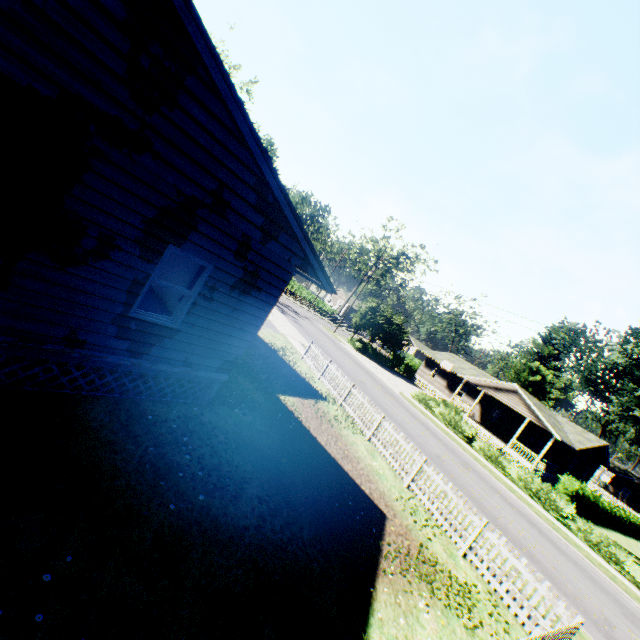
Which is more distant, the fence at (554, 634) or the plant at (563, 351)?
the plant at (563, 351)

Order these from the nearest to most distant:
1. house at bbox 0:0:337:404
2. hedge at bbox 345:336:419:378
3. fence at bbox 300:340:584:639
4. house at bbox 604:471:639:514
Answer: house at bbox 0:0:337:404, fence at bbox 300:340:584:639, hedge at bbox 345:336:419:378, house at bbox 604:471:639:514

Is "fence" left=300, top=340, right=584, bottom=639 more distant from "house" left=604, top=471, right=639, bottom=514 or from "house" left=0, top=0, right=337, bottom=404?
"house" left=604, top=471, right=639, bottom=514

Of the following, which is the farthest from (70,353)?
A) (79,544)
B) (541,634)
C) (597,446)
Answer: (597,446)

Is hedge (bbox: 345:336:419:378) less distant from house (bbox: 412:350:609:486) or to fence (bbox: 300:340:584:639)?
house (bbox: 412:350:609:486)

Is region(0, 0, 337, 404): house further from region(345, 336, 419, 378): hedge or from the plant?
region(345, 336, 419, 378): hedge

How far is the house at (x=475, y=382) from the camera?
30.6 meters

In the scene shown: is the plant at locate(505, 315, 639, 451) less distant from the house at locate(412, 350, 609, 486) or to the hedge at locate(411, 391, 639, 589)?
the house at locate(412, 350, 609, 486)
